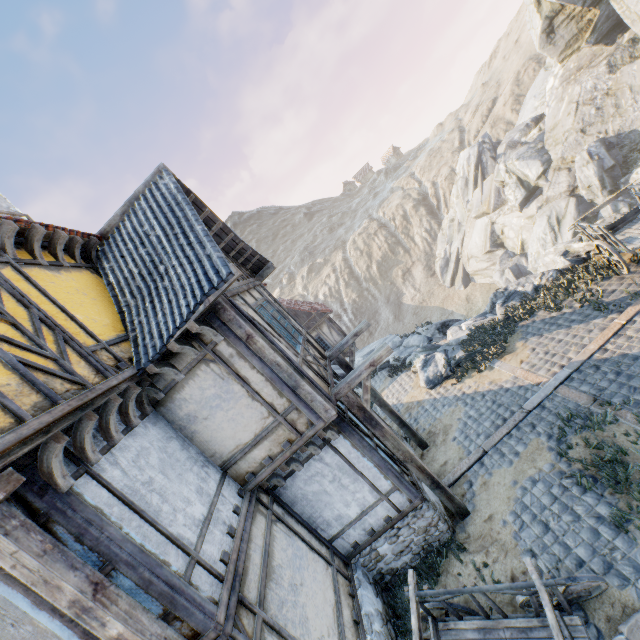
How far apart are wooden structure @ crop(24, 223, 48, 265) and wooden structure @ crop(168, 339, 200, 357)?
2.6 meters

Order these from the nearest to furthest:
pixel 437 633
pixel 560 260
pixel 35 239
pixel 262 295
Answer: pixel 437 633 → pixel 35 239 → pixel 262 295 → pixel 560 260

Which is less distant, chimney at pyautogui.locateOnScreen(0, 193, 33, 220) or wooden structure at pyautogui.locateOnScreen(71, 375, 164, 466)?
wooden structure at pyautogui.locateOnScreen(71, 375, 164, 466)

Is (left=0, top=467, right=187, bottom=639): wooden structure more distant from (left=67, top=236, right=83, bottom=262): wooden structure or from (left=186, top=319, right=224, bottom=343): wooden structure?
(left=67, top=236, right=83, bottom=262): wooden structure

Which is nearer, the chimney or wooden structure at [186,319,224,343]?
wooden structure at [186,319,224,343]

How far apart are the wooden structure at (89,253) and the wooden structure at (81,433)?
3.67m

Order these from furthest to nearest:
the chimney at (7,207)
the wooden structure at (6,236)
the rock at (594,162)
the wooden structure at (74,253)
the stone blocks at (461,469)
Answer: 1. the rock at (594,162)
2. the chimney at (7,207)
3. the stone blocks at (461,469)
4. the wooden structure at (74,253)
5. the wooden structure at (6,236)

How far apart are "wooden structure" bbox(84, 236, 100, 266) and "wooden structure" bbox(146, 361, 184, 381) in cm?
307
